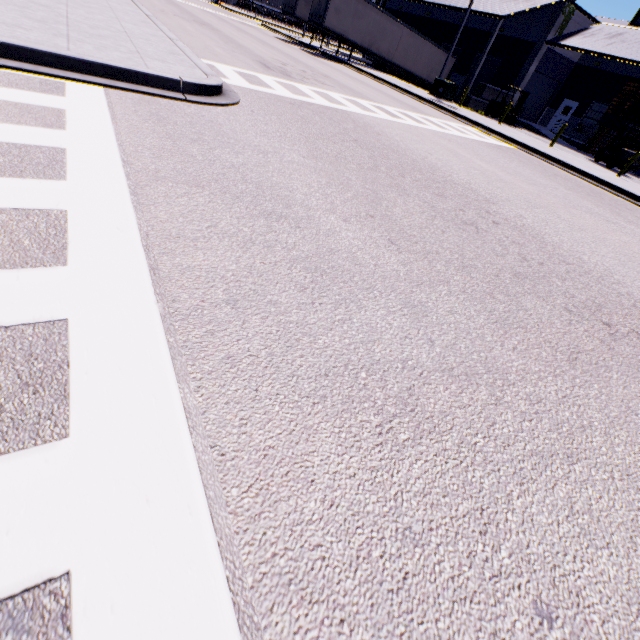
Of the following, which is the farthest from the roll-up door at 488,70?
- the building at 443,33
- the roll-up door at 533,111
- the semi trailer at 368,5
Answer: the roll-up door at 533,111

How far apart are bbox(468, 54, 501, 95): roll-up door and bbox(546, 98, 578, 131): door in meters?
7.0

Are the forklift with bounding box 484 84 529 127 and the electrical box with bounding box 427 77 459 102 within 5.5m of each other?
yes

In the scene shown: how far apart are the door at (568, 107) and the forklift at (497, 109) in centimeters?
957cm

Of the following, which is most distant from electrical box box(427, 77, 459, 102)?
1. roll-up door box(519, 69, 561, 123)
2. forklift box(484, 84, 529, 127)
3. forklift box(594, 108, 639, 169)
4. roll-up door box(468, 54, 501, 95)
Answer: forklift box(594, 108, 639, 169)

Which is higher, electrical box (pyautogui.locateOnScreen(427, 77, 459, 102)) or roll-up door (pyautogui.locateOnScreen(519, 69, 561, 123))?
roll-up door (pyautogui.locateOnScreen(519, 69, 561, 123))

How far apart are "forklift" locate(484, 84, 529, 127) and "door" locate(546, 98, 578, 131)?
9.6 meters

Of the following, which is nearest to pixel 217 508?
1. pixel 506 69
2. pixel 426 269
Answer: pixel 426 269
